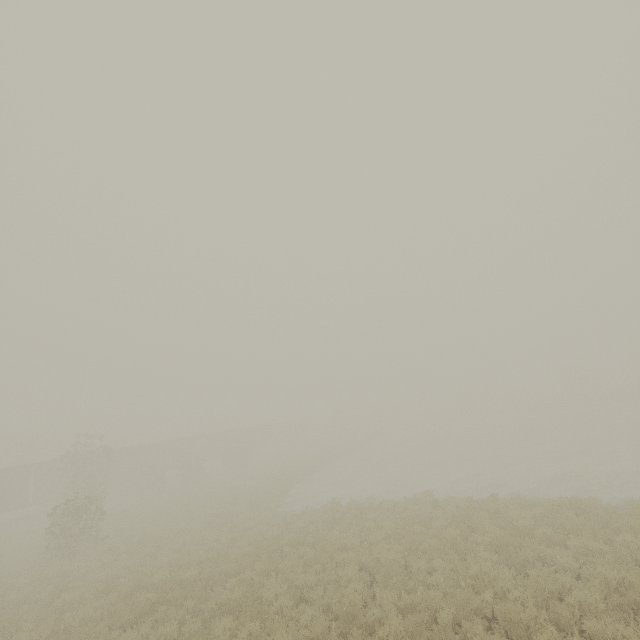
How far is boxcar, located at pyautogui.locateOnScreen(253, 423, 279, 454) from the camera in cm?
5550

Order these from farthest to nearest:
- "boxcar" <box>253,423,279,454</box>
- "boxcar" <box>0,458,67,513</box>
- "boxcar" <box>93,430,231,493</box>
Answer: "boxcar" <box>253,423,279,454</box> → "boxcar" <box>93,430,231,493</box> → "boxcar" <box>0,458,67,513</box>

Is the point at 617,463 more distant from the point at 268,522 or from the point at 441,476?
the point at 268,522

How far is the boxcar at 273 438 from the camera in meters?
55.5 m

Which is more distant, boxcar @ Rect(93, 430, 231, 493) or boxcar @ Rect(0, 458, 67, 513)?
boxcar @ Rect(93, 430, 231, 493)
